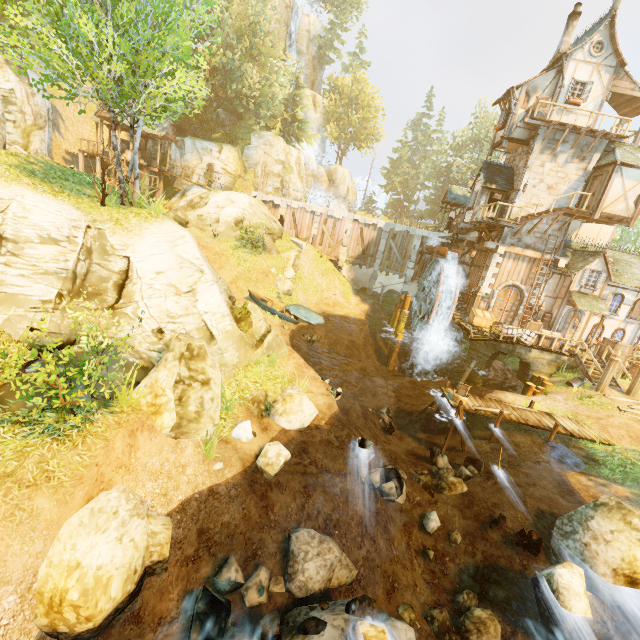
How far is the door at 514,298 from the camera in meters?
22.7 m

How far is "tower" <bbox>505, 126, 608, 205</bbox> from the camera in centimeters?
2005cm

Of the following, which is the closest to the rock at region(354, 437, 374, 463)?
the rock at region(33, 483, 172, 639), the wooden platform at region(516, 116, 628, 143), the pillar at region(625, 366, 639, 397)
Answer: the rock at region(33, 483, 172, 639)

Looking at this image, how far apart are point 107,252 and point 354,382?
14.64m

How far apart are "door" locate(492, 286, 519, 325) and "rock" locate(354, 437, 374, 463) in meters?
16.7 m

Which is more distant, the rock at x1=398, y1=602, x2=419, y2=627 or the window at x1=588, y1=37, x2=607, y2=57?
the window at x1=588, y1=37, x2=607, y2=57

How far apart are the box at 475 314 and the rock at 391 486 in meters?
14.2 m

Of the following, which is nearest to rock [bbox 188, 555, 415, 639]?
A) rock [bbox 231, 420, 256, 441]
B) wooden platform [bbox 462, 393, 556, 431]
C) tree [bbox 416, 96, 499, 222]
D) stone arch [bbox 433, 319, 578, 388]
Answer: rock [bbox 231, 420, 256, 441]
